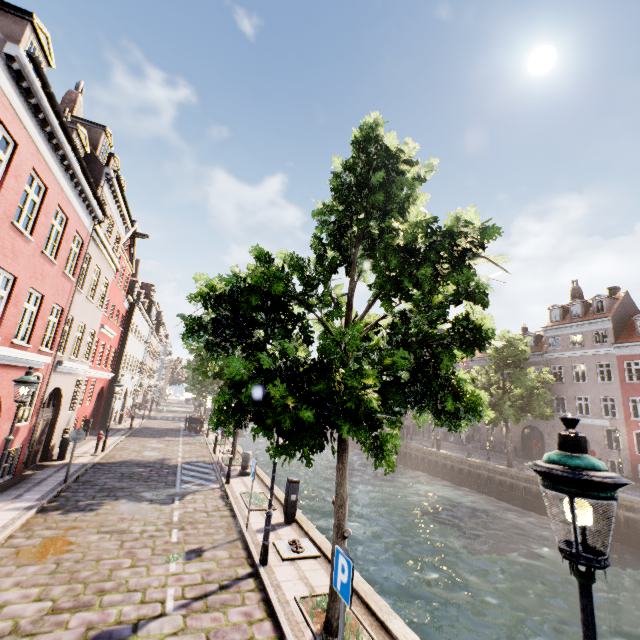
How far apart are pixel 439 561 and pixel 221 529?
10.13m

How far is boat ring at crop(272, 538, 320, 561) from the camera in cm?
791

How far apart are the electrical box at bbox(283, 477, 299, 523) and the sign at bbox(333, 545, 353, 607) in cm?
634

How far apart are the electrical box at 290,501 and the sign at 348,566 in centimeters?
634cm

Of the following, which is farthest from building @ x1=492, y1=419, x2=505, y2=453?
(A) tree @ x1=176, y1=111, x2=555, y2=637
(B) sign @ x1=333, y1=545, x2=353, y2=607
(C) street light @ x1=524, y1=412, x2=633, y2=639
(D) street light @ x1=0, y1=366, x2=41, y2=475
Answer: (D) street light @ x1=0, y1=366, x2=41, y2=475

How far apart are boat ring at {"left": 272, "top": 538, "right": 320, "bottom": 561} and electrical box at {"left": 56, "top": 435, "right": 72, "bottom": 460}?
12.50m

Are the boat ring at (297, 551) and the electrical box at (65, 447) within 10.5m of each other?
no

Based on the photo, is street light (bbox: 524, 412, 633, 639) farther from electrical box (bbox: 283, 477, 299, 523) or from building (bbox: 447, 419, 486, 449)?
electrical box (bbox: 283, 477, 299, 523)
